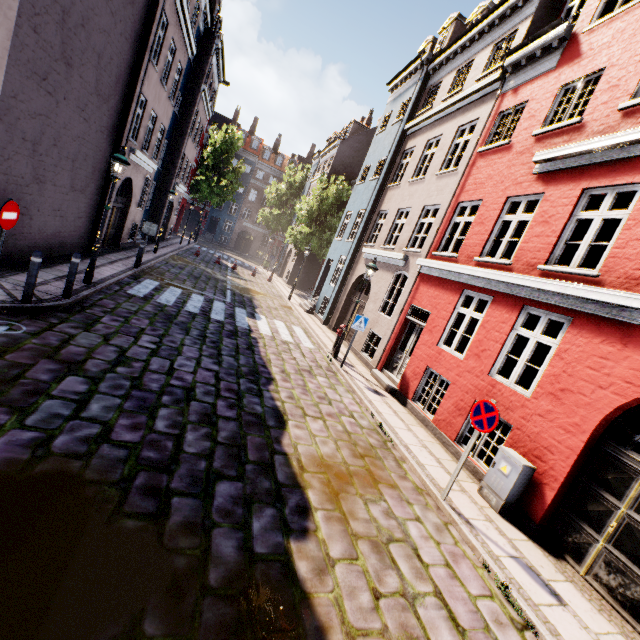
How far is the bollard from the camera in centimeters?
638cm

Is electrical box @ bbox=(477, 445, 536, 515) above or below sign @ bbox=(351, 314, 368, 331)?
below

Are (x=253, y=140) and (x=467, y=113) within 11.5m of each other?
no

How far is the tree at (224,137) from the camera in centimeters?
3516cm

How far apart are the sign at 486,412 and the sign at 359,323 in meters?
5.4

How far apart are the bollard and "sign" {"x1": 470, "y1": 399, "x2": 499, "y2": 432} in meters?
8.7 m

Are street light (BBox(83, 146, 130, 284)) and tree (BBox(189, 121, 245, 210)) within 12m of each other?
no

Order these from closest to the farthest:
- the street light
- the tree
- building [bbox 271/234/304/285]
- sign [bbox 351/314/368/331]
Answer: the street light < sign [bbox 351/314/368/331] < building [bbox 271/234/304/285] < the tree
